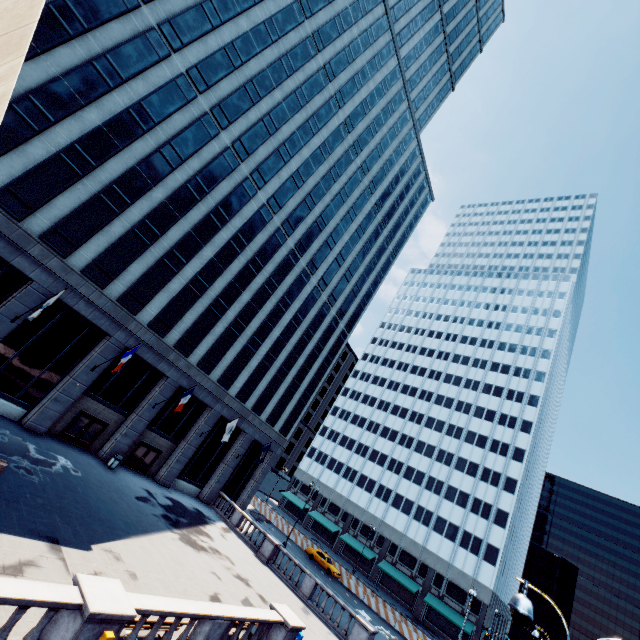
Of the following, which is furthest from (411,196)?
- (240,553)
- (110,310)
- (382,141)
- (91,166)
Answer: (240,553)

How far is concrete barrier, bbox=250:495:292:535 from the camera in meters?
47.0 m

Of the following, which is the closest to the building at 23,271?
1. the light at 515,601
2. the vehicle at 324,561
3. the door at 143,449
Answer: the door at 143,449

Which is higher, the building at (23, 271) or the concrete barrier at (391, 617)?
the building at (23, 271)

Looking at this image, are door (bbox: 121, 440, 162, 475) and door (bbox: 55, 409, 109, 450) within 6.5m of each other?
yes

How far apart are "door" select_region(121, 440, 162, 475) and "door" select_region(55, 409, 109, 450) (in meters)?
2.98

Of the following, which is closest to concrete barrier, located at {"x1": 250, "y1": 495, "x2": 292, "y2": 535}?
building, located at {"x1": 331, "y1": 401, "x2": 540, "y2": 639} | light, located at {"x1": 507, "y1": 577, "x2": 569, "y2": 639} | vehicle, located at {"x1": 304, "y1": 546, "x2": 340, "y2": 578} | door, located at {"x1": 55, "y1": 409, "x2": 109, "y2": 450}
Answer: vehicle, located at {"x1": 304, "y1": 546, "x2": 340, "y2": 578}

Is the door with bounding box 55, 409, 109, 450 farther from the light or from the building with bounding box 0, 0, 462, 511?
the light
